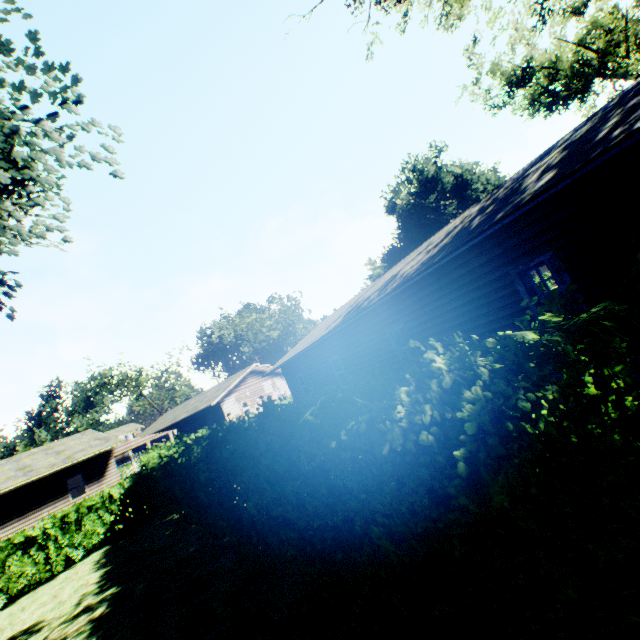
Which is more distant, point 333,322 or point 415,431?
point 333,322

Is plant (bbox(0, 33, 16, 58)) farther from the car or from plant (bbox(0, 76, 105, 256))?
the car

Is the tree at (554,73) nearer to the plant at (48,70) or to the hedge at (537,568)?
the hedge at (537,568)

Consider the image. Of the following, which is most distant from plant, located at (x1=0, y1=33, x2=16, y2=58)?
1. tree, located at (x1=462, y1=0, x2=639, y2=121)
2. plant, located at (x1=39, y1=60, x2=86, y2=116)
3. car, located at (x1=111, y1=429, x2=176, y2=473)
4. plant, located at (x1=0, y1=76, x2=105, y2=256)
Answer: car, located at (x1=111, y1=429, x2=176, y2=473)

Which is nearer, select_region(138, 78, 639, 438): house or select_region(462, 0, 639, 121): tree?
select_region(138, 78, 639, 438): house

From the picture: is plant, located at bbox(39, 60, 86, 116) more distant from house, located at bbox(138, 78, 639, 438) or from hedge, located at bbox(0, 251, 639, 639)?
hedge, located at bbox(0, 251, 639, 639)

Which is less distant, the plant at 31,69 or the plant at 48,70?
the plant at 31,69

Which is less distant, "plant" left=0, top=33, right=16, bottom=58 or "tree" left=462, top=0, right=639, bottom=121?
"plant" left=0, top=33, right=16, bottom=58
